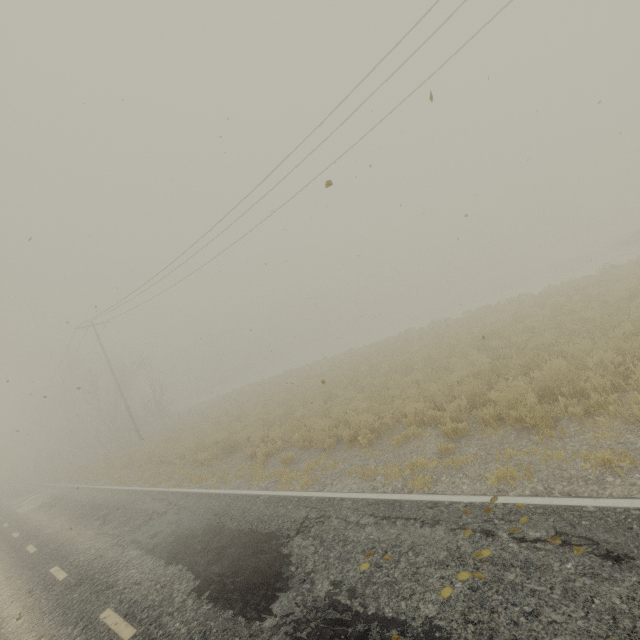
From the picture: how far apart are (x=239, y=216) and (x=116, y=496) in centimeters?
1464cm
